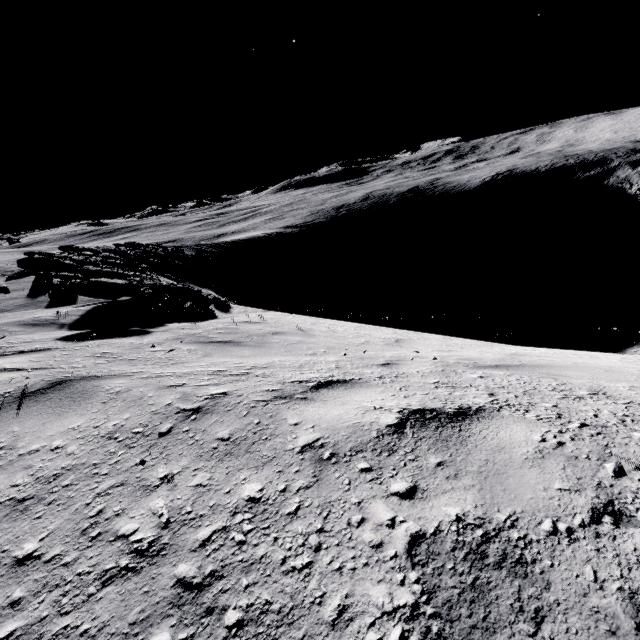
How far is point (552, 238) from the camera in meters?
59.9 m
